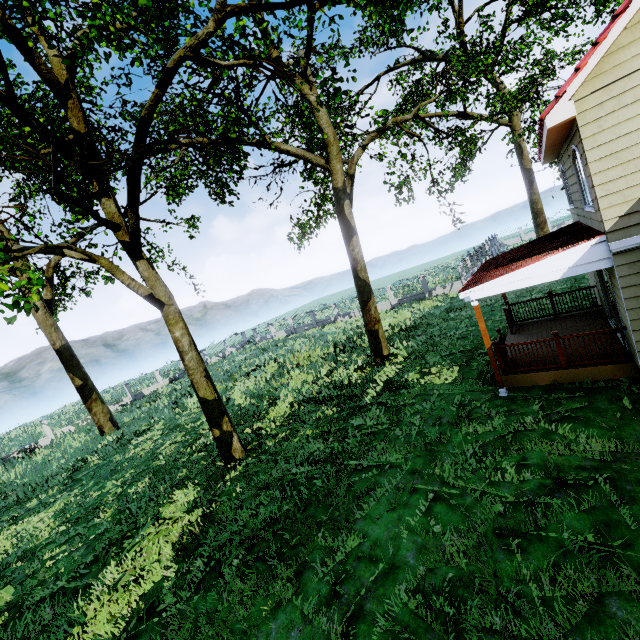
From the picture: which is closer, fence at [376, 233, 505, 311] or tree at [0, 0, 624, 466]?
tree at [0, 0, 624, 466]

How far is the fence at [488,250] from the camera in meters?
26.0

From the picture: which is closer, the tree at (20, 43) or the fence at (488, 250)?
the tree at (20, 43)

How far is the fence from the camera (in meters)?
26.03

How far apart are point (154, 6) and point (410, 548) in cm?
2236
